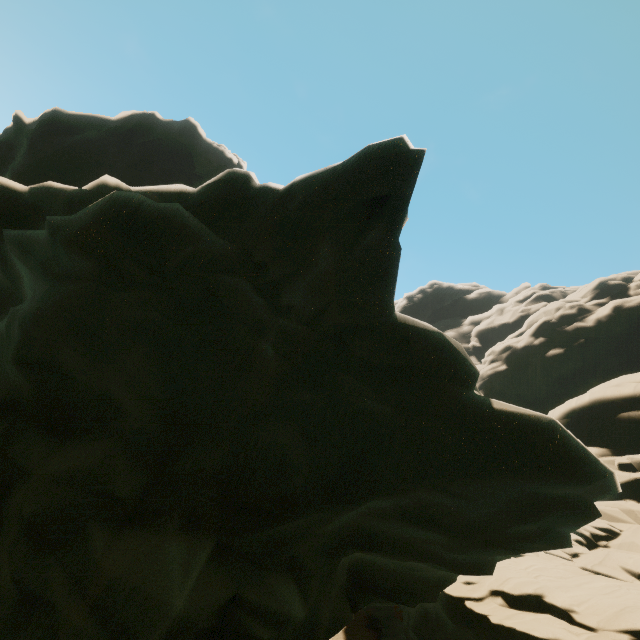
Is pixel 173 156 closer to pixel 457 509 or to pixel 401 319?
pixel 401 319
